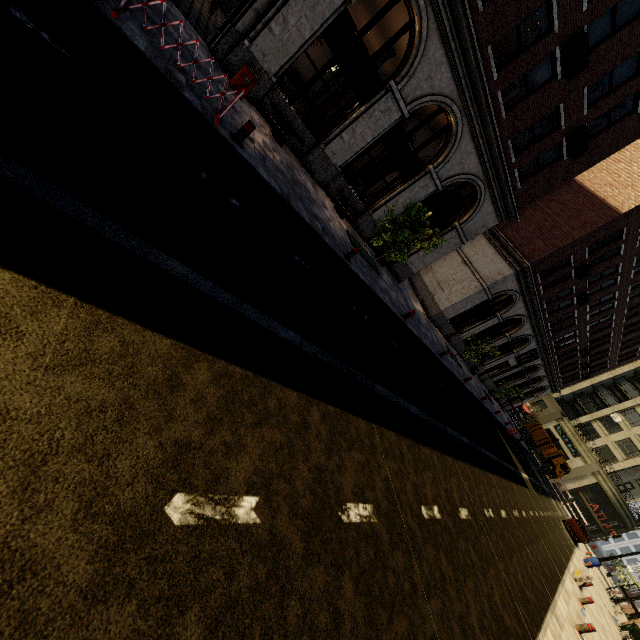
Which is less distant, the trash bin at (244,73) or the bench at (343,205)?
the trash bin at (244,73)

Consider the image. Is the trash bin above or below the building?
below

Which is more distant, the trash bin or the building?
the building

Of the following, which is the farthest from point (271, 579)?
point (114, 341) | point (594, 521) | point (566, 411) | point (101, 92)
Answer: point (566, 411)

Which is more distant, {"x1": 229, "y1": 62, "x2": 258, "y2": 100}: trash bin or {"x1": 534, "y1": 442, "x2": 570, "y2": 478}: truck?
{"x1": 534, "y1": 442, "x2": 570, "y2": 478}: truck

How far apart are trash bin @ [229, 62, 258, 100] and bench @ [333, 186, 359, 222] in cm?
491

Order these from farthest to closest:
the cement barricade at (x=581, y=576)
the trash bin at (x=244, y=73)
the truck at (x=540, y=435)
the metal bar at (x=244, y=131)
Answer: the truck at (x=540, y=435), the cement barricade at (x=581, y=576), the trash bin at (x=244, y=73), the metal bar at (x=244, y=131)

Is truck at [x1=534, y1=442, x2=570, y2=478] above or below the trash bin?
above
